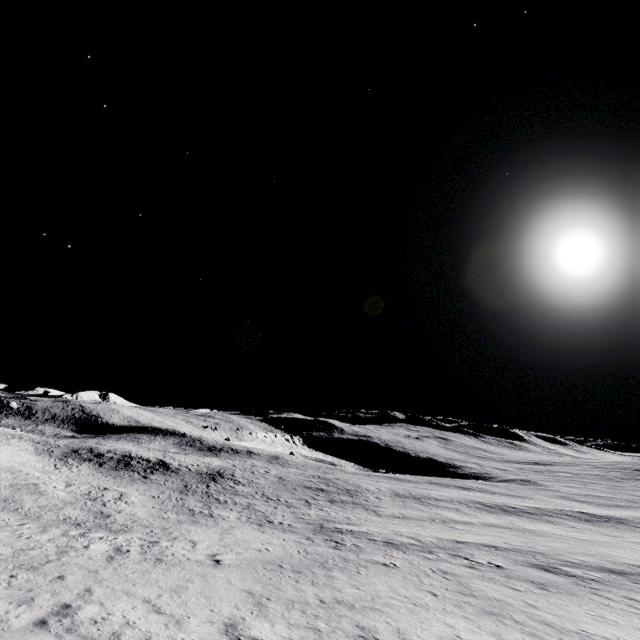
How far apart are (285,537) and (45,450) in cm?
4615
